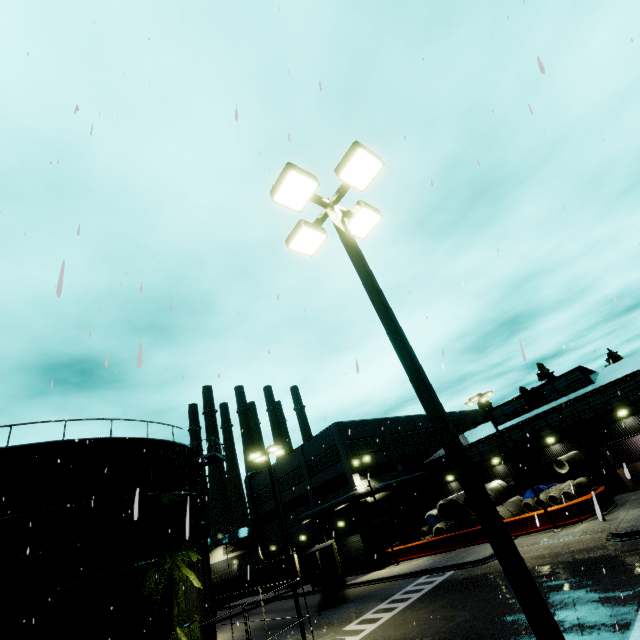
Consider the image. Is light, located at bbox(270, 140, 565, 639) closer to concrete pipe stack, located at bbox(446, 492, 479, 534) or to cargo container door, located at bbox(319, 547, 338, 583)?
concrete pipe stack, located at bbox(446, 492, 479, 534)

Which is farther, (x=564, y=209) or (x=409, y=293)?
(x=409, y=293)

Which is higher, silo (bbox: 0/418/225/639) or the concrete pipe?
silo (bbox: 0/418/225/639)

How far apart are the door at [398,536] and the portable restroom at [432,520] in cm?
303

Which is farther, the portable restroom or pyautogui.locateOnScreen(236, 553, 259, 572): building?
pyautogui.locateOnScreen(236, 553, 259, 572): building

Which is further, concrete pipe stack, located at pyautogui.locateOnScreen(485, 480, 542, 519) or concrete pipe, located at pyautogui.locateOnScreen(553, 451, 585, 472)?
concrete pipe stack, located at pyautogui.locateOnScreen(485, 480, 542, 519)

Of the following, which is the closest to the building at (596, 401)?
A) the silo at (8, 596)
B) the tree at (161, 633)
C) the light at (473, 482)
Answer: the tree at (161, 633)

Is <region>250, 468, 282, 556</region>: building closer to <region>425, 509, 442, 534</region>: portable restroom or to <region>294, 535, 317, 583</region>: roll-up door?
<region>294, 535, 317, 583</region>: roll-up door
